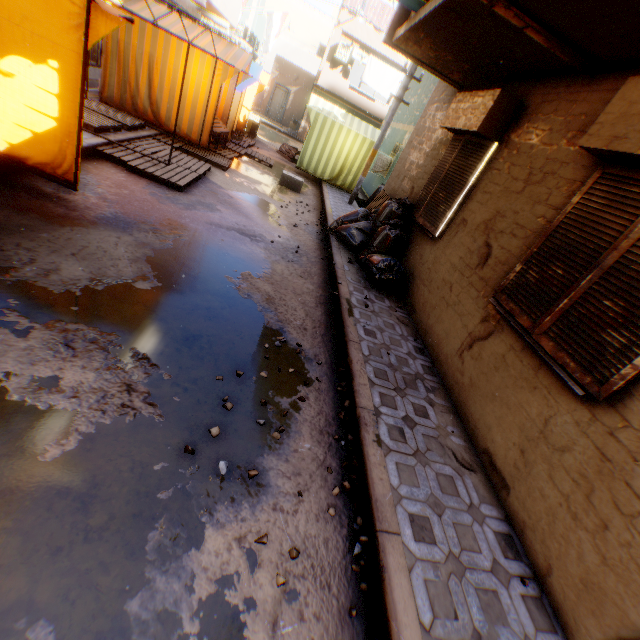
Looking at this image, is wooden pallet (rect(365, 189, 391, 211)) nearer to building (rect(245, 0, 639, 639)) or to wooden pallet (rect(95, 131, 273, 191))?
building (rect(245, 0, 639, 639))

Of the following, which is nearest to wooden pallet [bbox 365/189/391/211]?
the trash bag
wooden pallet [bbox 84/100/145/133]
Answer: the trash bag

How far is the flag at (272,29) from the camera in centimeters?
1600cm

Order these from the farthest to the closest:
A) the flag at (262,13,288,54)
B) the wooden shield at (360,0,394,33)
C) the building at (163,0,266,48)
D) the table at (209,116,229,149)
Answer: the wooden shield at (360,0,394,33), the flag at (262,13,288,54), the building at (163,0,266,48), the table at (209,116,229,149)

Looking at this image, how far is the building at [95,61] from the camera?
8.4m

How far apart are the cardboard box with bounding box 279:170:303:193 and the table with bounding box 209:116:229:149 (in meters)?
1.26

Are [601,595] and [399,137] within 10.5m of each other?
no

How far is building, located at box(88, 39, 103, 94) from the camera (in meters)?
8.39
